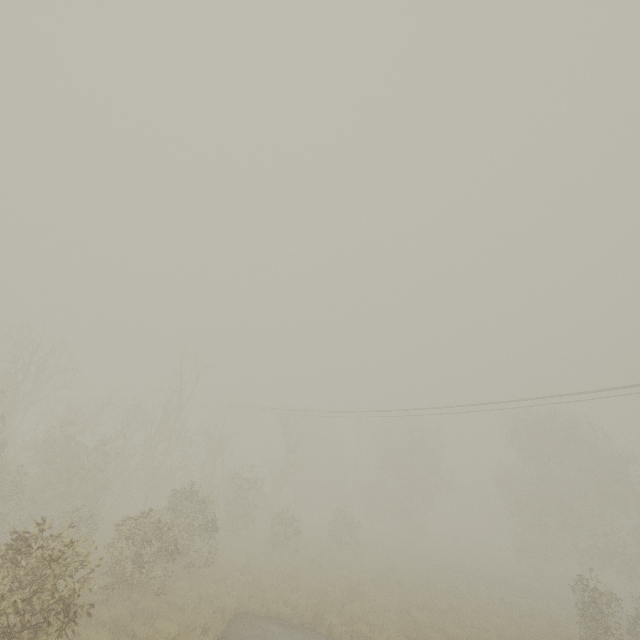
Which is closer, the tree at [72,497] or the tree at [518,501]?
the tree at [72,497]

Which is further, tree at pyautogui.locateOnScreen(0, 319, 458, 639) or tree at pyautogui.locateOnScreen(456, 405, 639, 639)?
tree at pyautogui.locateOnScreen(456, 405, 639, 639)

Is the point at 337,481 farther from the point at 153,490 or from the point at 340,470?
the point at 153,490
